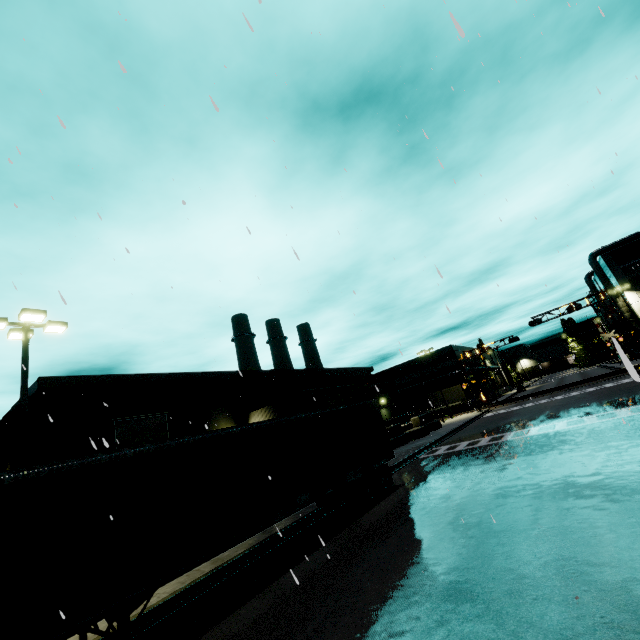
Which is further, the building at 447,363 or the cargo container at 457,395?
the building at 447,363

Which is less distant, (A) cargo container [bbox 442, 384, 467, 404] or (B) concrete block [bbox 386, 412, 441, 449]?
(B) concrete block [bbox 386, 412, 441, 449]

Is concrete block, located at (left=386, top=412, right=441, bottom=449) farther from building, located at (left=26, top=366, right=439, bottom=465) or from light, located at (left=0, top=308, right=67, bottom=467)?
light, located at (left=0, top=308, right=67, bottom=467)

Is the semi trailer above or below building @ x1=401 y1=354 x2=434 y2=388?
below

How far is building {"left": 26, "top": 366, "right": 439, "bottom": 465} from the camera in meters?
20.2 m

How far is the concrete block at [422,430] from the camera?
28.7 meters

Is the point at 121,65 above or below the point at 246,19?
below

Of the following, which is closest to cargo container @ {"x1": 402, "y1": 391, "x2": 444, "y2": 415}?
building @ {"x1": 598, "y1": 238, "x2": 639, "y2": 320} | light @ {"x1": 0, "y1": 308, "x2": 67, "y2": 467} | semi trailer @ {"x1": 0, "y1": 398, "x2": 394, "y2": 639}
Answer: building @ {"x1": 598, "y1": 238, "x2": 639, "y2": 320}
